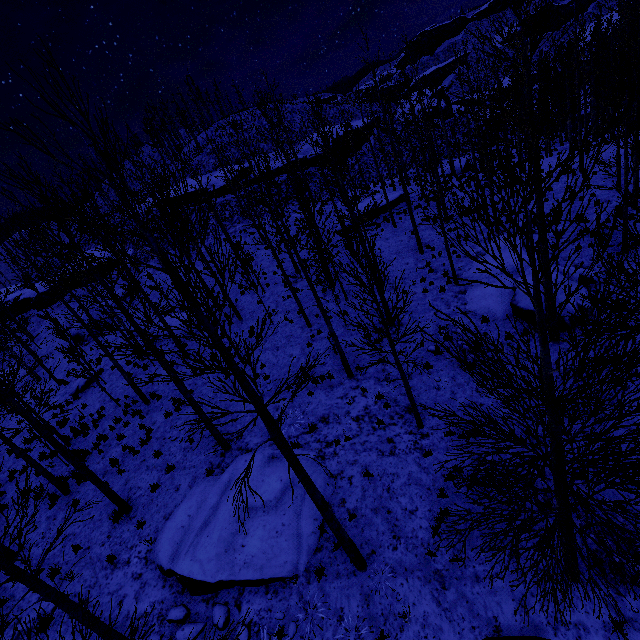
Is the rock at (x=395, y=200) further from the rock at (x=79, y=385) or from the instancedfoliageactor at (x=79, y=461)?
the instancedfoliageactor at (x=79, y=461)

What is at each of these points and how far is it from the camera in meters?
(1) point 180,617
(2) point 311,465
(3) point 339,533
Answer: (1) rock, 7.6 m
(2) rock, 10.0 m
(3) instancedfoliageactor, 6.7 m

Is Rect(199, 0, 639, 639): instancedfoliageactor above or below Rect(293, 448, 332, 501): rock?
above

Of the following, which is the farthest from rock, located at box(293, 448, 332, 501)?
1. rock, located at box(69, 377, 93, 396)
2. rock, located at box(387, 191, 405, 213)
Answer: rock, located at box(387, 191, 405, 213)

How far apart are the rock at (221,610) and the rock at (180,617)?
0.1 meters

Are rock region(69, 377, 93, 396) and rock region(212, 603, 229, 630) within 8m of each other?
no

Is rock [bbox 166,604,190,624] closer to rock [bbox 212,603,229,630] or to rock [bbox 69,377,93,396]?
rock [bbox 212,603,229,630]

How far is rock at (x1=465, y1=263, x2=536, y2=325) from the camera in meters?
11.8 m
